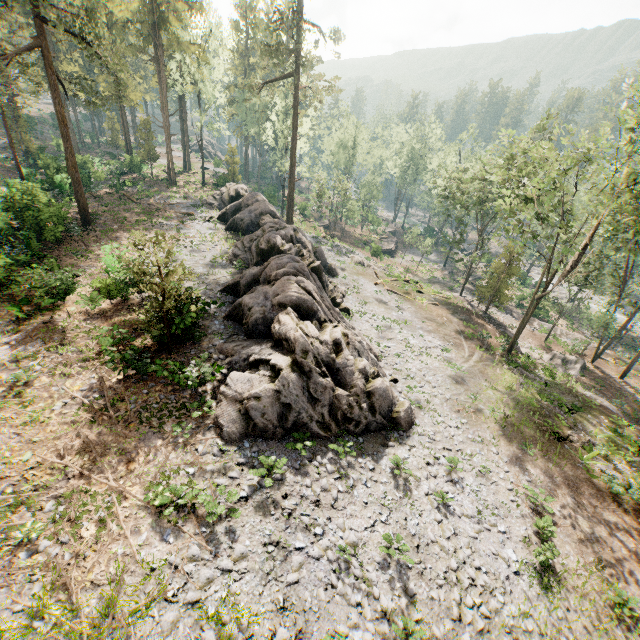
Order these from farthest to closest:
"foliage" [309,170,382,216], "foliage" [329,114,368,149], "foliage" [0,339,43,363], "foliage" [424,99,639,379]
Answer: "foliage" [329,114,368,149]
"foliage" [309,170,382,216]
"foliage" [424,99,639,379]
"foliage" [0,339,43,363]

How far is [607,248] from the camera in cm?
5225

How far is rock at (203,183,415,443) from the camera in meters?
13.8 m

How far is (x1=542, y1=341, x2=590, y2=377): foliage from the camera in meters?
31.0

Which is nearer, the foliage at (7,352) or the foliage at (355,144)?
the foliage at (7,352)

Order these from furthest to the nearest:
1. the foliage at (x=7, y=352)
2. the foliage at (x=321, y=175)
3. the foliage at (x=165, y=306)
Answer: the foliage at (x=321, y=175), the foliage at (x=7, y=352), the foliage at (x=165, y=306)
